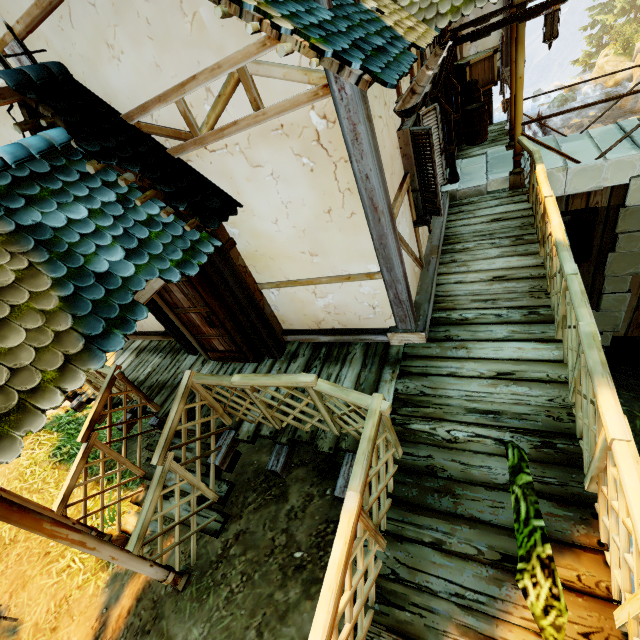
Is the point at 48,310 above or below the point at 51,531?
above

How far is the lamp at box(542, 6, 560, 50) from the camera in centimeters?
479cm

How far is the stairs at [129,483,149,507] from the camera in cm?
488

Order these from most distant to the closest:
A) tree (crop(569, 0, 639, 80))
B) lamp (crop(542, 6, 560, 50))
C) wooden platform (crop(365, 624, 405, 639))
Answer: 1. tree (crop(569, 0, 639, 80))
2. lamp (crop(542, 6, 560, 50))
3. wooden platform (crop(365, 624, 405, 639))

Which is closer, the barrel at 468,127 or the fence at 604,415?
the fence at 604,415

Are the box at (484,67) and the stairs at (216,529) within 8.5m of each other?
no

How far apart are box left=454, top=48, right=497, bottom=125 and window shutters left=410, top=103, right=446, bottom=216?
5.3 meters

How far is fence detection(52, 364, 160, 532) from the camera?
4.2 meters
